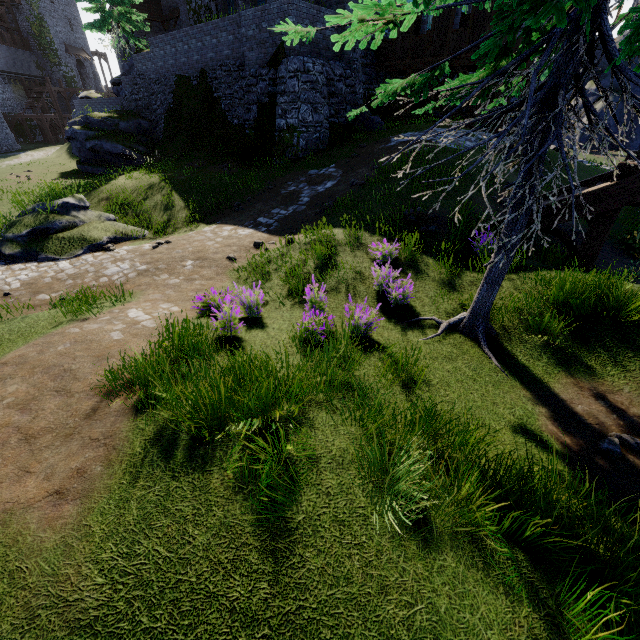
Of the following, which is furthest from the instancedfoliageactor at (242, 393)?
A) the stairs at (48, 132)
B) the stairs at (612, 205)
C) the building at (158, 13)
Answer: the stairs at (48, 132)

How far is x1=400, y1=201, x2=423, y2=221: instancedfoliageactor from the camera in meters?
8.2 m

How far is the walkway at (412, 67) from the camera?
16.47m

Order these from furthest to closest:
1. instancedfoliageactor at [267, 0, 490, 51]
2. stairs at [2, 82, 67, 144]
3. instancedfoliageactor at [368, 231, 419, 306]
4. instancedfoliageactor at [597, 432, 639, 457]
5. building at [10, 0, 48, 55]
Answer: building at [10, 0, 48, 55], stairs at [2, 82, 67, 144], instancedfoliageactor at [368, 231, 419, 306], instancedfoliageactor at [597, 432, 639, 457], instancedfoliageactor at [267, 0, 490, 51]

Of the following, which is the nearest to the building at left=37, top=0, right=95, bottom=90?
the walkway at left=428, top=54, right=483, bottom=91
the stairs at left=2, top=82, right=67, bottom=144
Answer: the stairs at left=2, top=82, right=67, bottom=144

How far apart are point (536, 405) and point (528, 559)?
2.2m

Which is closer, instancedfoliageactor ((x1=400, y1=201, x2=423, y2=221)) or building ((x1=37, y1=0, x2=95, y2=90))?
instancedfoliageactor ((x1=400, y1=201, x2=423, y2=221))

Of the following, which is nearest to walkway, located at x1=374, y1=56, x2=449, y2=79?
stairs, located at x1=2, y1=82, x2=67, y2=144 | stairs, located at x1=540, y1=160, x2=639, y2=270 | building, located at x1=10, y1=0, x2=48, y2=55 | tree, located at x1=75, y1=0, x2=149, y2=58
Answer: stairs, located at x1=540, y1=160, x2=639, y2=270
